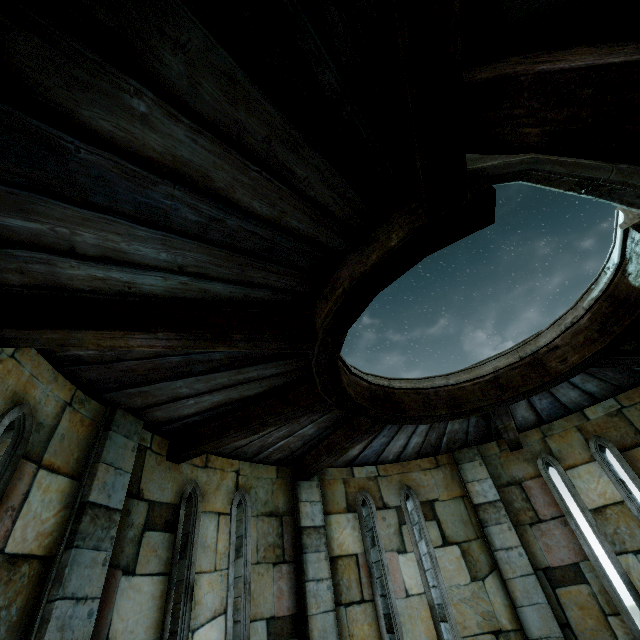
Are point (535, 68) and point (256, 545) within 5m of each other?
no
